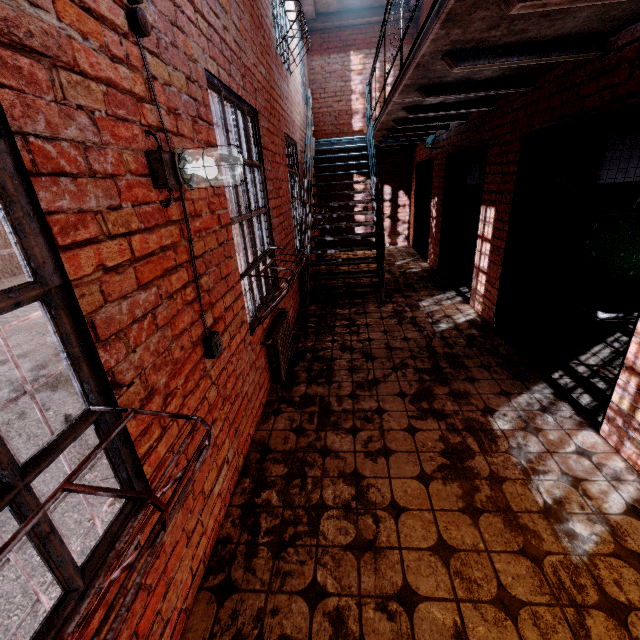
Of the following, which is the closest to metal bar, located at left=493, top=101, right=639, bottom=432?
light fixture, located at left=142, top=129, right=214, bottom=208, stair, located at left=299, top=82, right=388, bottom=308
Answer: stair, located at left=299, top=82, right=388, bottom=308

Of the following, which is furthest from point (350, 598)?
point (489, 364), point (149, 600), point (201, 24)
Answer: point (201, 24)

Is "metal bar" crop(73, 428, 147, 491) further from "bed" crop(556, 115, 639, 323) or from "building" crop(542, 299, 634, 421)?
"bed" crop(556, 115, 639, 323)

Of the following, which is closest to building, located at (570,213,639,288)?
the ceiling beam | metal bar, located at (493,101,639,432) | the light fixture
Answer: metal bar, located at (493,101,639,432)

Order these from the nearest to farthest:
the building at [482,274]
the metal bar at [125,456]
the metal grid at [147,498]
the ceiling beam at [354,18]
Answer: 1. the metal grid at [147,498]
2. the metal bar at [125,456]
3. the building at [482,274]
4. the ceiling beam at [354,18]

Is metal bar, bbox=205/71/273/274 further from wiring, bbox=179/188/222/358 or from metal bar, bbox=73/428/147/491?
metal bar, bbox=73/428/147/491

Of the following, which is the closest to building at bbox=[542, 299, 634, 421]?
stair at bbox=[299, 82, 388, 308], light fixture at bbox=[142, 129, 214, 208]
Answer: stair at bbox=[299, 82, 388, 308]

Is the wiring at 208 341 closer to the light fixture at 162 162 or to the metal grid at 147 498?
the light fixture at 162 162
